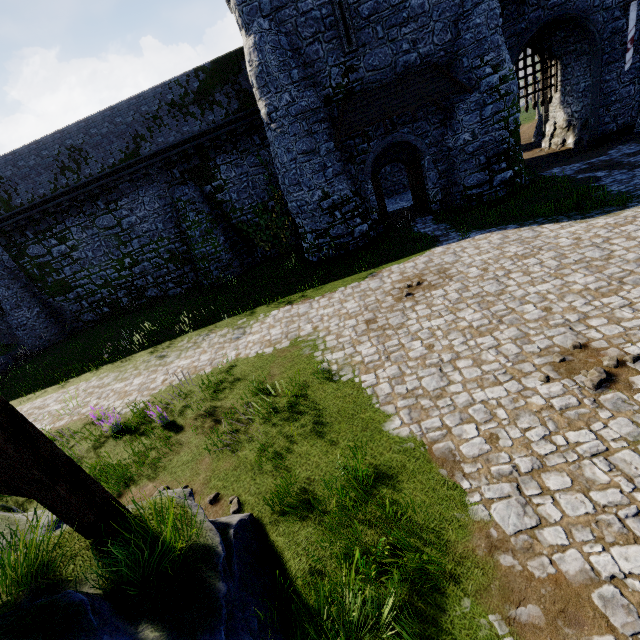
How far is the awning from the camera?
14.05m

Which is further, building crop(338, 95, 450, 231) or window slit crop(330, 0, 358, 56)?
building crop(338, 95, 450, 231)

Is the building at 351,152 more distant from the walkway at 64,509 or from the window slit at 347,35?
the walkway at 64,509

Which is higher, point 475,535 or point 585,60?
point 585,60

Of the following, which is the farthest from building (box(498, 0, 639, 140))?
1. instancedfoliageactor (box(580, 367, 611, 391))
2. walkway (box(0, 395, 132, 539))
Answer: walkway (box(0, 395, 132, 539))

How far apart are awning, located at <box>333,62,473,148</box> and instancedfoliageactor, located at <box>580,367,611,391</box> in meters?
12.8 m

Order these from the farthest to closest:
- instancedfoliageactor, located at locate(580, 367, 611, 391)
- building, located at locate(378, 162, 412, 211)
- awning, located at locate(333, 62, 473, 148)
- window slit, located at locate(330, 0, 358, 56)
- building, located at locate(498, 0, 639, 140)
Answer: building, located at locate(378, 162, 412, 211) < building, located at locate(498, 0, 639, 140) < awning, located at locate(333, 62, 473, 148) < window slit, located at locate(330, 0, 358, 56) < instancedfoliageactor, located at locate(580, 367, 611, 391)

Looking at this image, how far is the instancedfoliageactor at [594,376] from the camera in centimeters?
534cm
